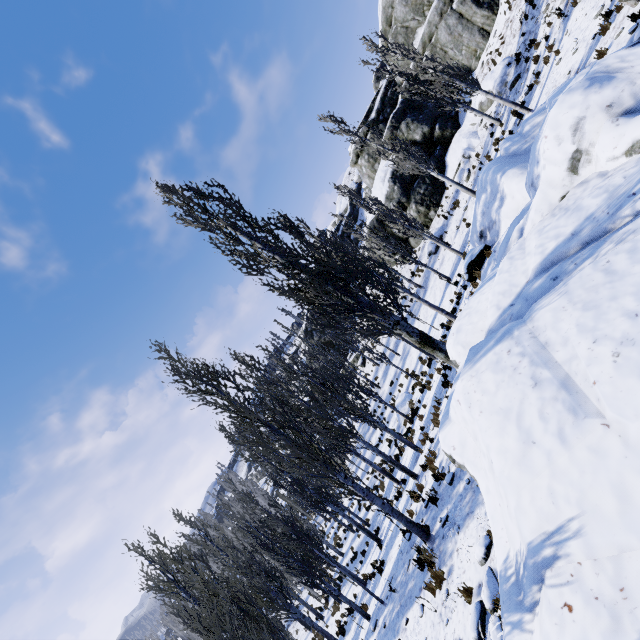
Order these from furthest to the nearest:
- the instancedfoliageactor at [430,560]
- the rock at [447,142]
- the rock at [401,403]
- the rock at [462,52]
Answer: the rock at [447,142] → the rock at [462,52] → the rock at [401,403] → the instancedfoliageactor at [430,560]

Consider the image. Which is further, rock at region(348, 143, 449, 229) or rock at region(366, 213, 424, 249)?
rock at region(366, 213, 424, 249)

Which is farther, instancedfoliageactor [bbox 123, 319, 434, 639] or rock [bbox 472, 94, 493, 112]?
rock [bbox 472, 94, 493, 112]

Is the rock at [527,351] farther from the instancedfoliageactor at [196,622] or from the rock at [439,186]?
the rock at [439,186]

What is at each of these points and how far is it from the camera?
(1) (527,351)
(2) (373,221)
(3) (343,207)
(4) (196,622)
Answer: (1) rock, 5.6m
(2) rock, 32.2m
(3) rock, 55.0m
(4) instancedfoliageactor, 5.9m

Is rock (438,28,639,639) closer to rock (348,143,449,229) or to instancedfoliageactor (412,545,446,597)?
instancedfoliageactor (412,545,446,597)

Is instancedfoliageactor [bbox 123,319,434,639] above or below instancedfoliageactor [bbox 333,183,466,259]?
below
